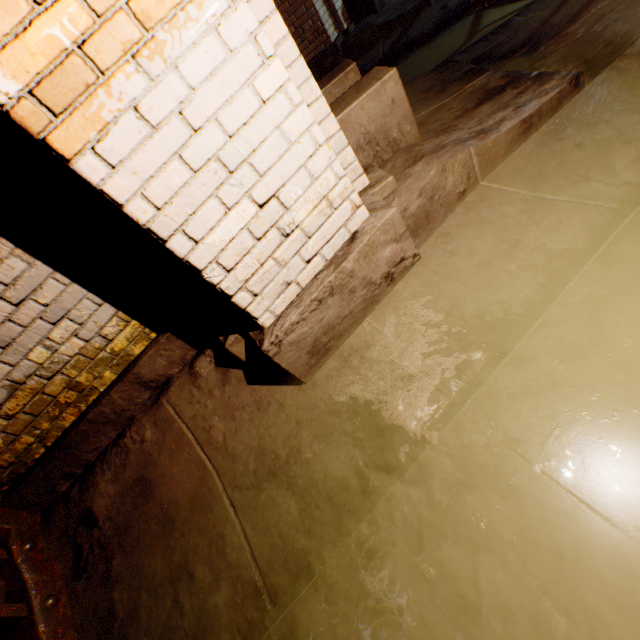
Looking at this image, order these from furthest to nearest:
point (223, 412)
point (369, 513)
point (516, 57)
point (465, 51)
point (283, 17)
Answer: point (283, 17), point (465, 51), point (516, 57), point (223, 412), point (369, 513)

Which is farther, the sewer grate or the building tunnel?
the sewer grate

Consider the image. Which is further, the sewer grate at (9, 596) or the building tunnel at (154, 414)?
the sewer grate at (9, 596)
